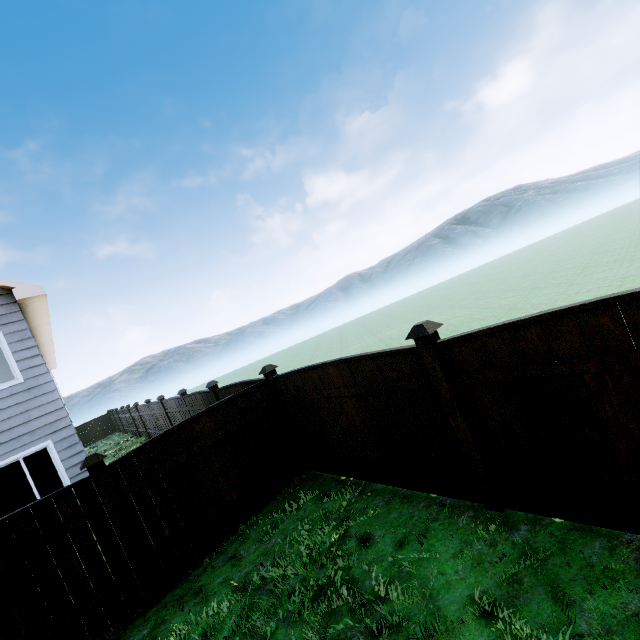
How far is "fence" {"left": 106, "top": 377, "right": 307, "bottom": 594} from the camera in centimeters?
466cm

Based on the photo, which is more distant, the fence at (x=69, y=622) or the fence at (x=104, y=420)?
the fence at (x=104, y=420)

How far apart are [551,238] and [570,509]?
48.5m

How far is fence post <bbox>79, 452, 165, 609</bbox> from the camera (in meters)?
4.34

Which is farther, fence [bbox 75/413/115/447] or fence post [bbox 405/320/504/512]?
fence [bbox 75/413/115/447]

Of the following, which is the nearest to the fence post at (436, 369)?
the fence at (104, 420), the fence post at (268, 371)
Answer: the fence post at (268, 371)

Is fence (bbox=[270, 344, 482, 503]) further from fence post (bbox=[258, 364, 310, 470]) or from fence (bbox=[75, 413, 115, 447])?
fence (bbox=[75, 413, 115, 447])

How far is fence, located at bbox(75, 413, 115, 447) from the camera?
28.1m
